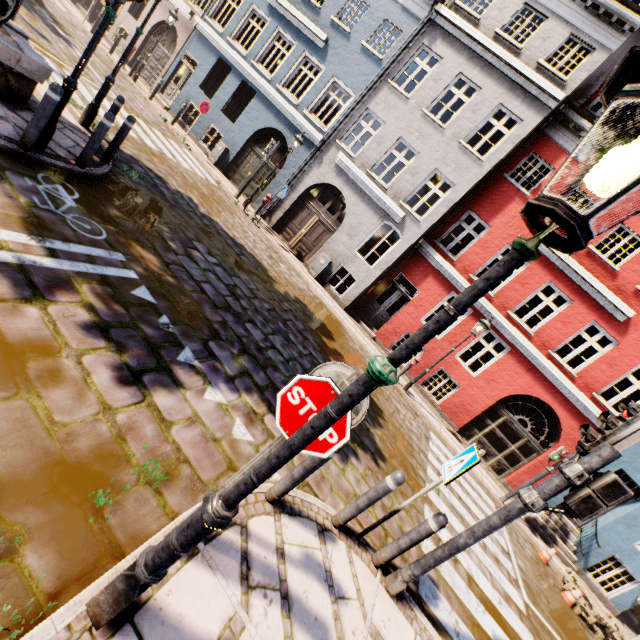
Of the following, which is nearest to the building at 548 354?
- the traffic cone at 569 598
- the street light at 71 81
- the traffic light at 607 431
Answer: the traffic cone at 569 598

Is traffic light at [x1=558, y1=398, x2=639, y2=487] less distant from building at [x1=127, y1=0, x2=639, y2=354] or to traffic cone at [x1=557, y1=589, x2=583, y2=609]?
traffic cone at [x1=557, y1=589, x2=583, y2=609]

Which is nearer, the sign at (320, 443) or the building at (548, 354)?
the sign at (320, 443)

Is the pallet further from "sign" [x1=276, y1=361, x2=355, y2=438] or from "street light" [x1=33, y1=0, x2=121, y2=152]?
"street light" [x1=33, y1=0, x2=121, y2=152]

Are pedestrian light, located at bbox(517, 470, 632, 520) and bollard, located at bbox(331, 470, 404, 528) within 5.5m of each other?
yes

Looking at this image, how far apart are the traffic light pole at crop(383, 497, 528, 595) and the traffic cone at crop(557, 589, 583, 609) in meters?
8.2 m

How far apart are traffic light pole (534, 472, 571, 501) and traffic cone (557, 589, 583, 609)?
8.5 meters

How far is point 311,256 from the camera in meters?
14.7 m
